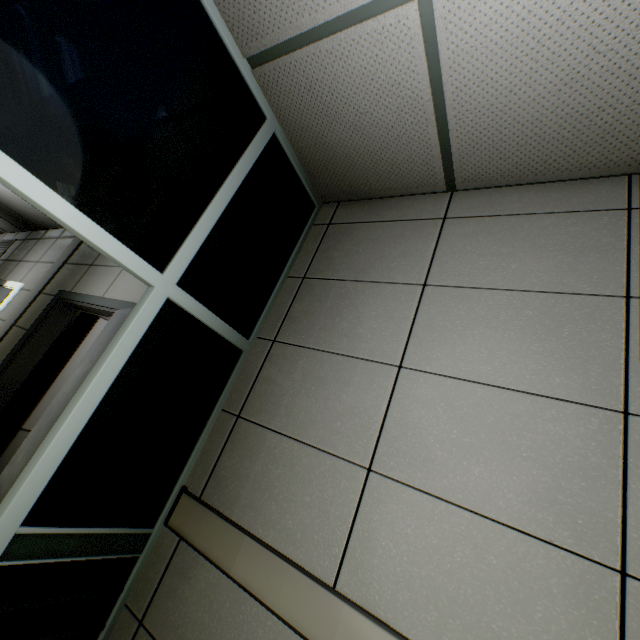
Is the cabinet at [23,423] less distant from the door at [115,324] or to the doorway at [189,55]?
the door at [115,324]

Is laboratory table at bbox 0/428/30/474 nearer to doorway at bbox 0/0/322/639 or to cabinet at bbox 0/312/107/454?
cabinet at bbox 0/312/107/454

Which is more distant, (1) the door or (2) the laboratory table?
(2) the laboratory table

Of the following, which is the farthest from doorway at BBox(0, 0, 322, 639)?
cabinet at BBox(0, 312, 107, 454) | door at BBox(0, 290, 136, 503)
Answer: cabinet at BBox(0, 312, 107, 454)

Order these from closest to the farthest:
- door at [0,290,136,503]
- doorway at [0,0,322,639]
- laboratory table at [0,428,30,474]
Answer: doorway at [0,0,322,639]
door at [0,290,136,503]
laboratory table at [0,428,30,474]

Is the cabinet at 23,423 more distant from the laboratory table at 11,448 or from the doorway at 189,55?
the doorway at 189,55

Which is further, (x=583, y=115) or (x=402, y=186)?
(x=402, y=186)

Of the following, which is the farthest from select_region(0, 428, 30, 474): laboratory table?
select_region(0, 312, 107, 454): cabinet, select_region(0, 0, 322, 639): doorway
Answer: select_region(0, 0, 322, 639): doorway
